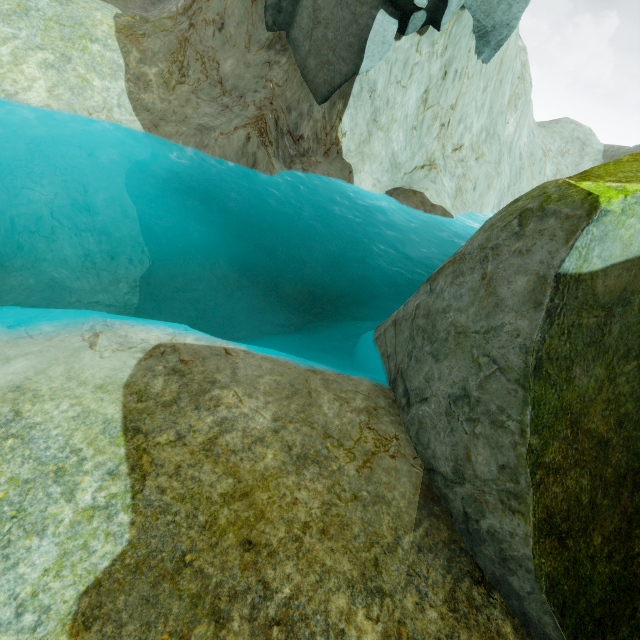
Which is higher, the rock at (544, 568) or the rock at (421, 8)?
the rock at (421, 8)

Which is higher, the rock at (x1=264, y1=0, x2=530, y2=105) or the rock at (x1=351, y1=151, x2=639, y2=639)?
the rock at (x1=264, y1=0, x2=530, y2=105)

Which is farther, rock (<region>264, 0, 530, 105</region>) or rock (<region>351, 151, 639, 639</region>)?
rock (<region>264, 0, 530, 105</region>)

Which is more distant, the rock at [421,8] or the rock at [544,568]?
the rock at [421,8]

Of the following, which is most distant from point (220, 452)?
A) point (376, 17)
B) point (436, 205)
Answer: point (376, 17)
